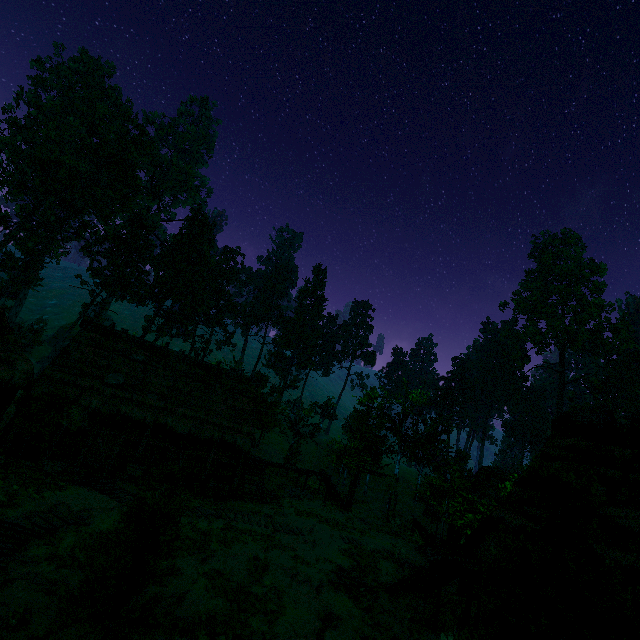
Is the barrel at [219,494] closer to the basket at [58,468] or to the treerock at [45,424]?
the basket at [58,468]

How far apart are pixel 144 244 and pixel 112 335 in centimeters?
2688cm

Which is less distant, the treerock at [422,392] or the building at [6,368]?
the building at [6,368]

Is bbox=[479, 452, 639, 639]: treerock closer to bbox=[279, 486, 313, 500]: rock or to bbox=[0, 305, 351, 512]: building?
bbox=[0, 305, 351, 512]: building

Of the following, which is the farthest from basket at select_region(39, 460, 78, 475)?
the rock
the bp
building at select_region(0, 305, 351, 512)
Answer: the rock

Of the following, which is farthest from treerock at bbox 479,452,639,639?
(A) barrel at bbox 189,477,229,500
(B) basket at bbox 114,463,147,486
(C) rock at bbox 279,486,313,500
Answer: (A) barrel at bbox 189,477,229,500

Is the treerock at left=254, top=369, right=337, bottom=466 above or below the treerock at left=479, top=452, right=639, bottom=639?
above

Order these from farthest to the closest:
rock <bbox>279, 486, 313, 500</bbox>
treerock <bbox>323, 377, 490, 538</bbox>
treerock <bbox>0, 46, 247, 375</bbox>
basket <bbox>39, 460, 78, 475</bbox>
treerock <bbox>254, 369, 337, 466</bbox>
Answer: treerock <bbox>0, 46, 247, 375</bbox>
treerock <bbox>254, 369, 337, 466</bbox>
rock <bbox>279, 486, 313, 500</bbox>
treerock <bbox>323, 377, 490, 538</bbox>
basket <bbox>39, 460, 78, 475</bbox>
